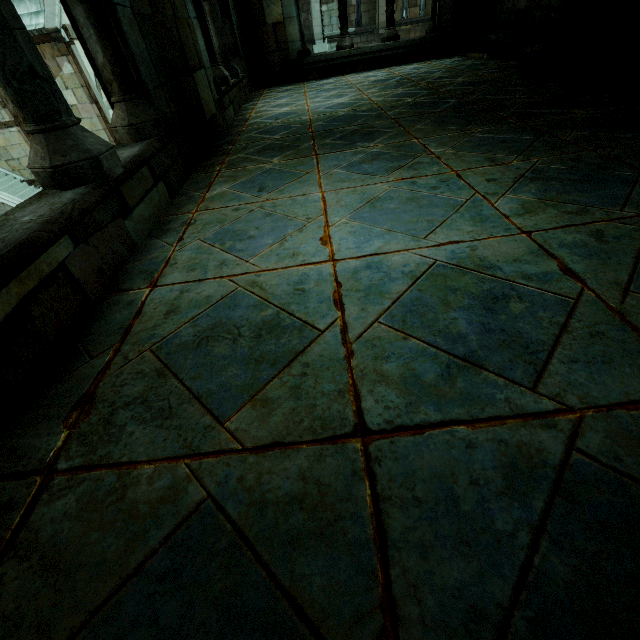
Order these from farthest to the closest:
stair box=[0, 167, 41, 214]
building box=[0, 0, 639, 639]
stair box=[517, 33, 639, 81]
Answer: stair box=[0, 167, 41, 214] < stair box=[517, 33, 639, 81] < building box=[0, 0, 639, 639]

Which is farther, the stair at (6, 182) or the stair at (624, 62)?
the stair at (6, 182)

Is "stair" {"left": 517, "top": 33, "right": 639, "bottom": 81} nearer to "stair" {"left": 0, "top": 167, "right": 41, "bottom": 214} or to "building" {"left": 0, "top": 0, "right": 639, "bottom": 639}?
"building" {"left": 0, "top": 0, "right": 639, "bottom": 639}

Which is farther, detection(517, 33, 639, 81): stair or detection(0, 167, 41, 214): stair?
detection(0, 167, 41, 214): stair

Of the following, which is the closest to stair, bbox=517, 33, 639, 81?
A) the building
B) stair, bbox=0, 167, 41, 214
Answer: the building

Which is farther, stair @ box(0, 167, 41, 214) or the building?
stair @ box(0, 167, 41, 214)

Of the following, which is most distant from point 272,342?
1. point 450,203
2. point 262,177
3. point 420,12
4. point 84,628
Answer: point 420,12

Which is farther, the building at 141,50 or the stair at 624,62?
the stair at 624,62
